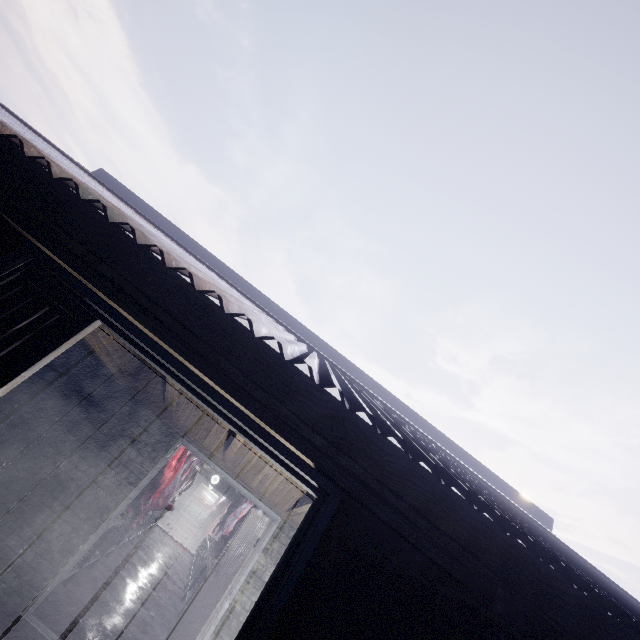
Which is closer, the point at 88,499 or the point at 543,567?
the point at 543,567

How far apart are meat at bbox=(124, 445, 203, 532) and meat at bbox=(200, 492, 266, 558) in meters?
5.8 m

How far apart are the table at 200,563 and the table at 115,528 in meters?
1.6 m

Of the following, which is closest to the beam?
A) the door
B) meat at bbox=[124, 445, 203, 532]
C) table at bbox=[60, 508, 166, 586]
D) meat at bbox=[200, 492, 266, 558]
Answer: the door

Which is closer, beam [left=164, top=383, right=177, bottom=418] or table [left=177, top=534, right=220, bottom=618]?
beam [left=164, top=383, right=177, bottom=418]

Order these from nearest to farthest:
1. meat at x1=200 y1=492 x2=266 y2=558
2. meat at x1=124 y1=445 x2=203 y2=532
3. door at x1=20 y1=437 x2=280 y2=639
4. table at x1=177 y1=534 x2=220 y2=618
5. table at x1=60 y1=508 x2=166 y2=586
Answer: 1. door at x1=20 y1=437 x2=280 y2=639
2. table at x1=60 y1=508 x2=166 y2=586
3. meat at x1=124 y1=445 x2=203 y2=532
4. table at x1=177 y1=534 x2=220 y2=618
5. meat at x1=200 y1=492 x2=266 y2=558

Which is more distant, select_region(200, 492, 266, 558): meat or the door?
select_region(200, 492, 266, 558): meat

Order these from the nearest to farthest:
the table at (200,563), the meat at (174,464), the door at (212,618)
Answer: the door at (212,618) → the meat at (174,464) → the table at (200,563)
